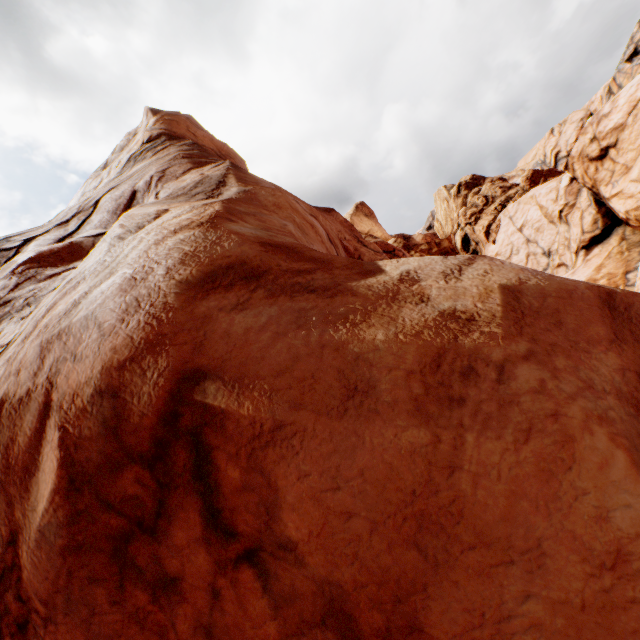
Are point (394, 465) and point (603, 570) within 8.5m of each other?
yes
